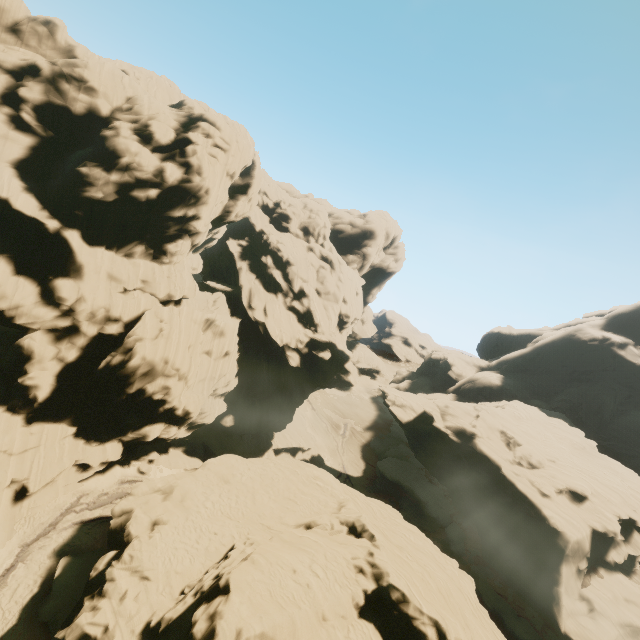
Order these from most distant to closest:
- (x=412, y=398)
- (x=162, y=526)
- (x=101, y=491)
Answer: (x=412, y=398) < (x=101, y=491) < (x=162, y=526)
